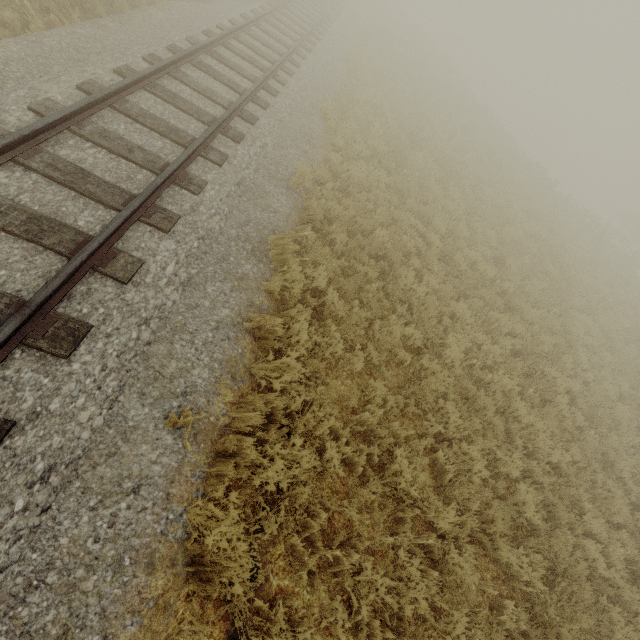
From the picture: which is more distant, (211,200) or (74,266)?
(211,200)
